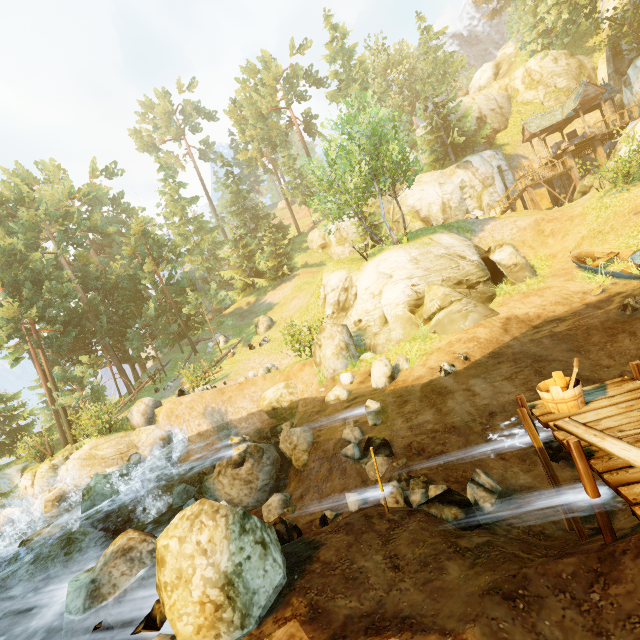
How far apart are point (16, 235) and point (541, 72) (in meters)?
56.92

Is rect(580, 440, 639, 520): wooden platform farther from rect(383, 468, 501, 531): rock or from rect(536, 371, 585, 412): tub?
rect(383, 468, 501, 531): rock

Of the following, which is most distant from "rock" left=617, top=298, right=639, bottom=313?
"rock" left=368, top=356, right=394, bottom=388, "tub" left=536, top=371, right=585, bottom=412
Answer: "tub" left=536, top=371, right=585, bottom=412

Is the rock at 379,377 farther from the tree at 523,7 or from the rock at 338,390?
the tree at 523,7

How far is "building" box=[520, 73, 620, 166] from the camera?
26.0m

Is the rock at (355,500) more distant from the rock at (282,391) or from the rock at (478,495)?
the rock at (282,391)

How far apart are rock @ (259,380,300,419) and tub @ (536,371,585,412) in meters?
11.9

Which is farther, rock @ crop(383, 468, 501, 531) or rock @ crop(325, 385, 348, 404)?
rock @ crop(325, 385, 348, 404)
